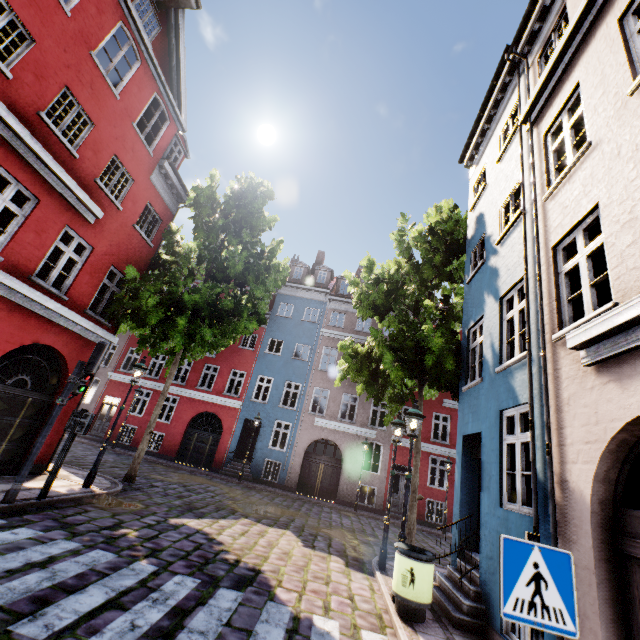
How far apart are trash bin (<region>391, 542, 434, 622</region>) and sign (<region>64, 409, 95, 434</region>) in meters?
7.4 m

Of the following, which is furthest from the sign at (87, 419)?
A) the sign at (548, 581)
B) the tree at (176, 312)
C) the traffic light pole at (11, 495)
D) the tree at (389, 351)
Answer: the sign at (548, 581)

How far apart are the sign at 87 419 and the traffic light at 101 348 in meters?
0.8

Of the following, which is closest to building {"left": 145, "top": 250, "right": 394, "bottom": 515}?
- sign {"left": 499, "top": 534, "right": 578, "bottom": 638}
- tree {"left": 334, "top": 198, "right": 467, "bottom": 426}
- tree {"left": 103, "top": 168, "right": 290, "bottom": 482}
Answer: tree {"left": 334, "top": 198, "right": 467, "bottom": 426}

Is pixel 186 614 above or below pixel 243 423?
below

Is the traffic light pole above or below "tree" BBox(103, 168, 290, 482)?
below

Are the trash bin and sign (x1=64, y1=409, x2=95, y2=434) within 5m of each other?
no

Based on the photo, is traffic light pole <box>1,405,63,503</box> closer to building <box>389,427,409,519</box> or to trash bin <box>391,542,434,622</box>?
building <box>389,427,409,519</box>
